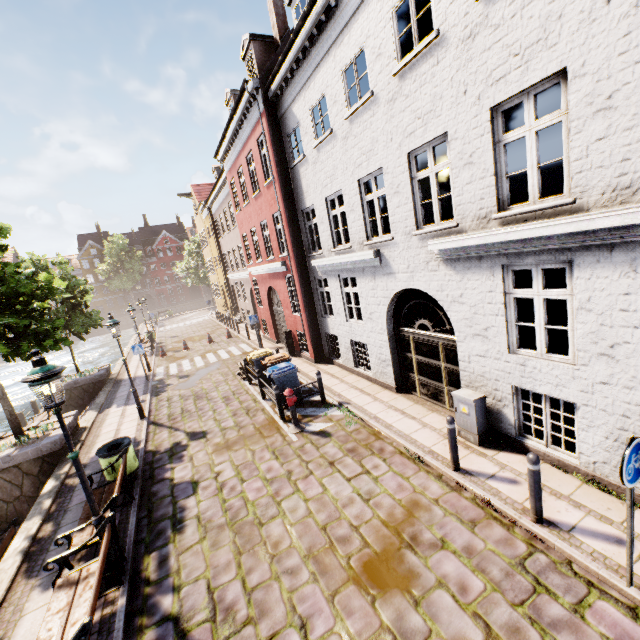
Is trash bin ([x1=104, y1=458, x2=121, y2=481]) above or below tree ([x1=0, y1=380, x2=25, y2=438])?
below

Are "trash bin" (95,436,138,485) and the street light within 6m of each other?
yes

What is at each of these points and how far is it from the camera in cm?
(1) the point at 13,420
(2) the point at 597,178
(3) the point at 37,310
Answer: (1) tree, 996
(2) building, 426
(3) tree, 1062

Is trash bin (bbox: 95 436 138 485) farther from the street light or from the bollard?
the bollard

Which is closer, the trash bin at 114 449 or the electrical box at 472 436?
the electrical box at 472 436

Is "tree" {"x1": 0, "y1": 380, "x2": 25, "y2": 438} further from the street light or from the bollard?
the bollard

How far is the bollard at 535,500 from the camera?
4.6 meters

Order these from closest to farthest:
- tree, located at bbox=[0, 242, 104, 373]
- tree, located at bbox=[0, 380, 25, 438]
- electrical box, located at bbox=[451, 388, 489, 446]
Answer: electrical box, located at bbox=[451, 388, 489, 446], tree, located at bbox=[0, 242, 104, 373], tree, located at bbox=[0, 380, 25, 438]
